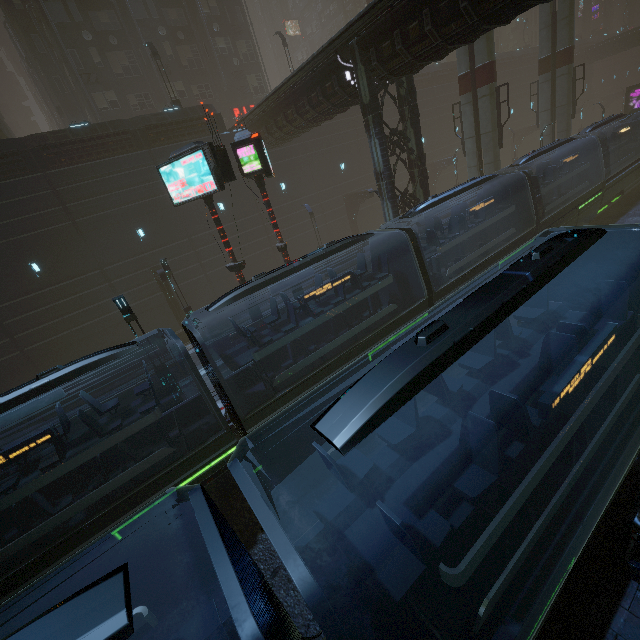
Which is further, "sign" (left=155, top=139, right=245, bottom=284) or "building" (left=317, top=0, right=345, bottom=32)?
"building" (left=317, top=0, right=345, bottom=32)

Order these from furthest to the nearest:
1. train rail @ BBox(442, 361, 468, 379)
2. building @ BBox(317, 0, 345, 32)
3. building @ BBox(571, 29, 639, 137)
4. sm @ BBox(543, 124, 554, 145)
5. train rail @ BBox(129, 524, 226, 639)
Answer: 1. building @ BBox(317, 0, 345, 32)
2. building @ BBox(571, 29, 639, 137)
3. sm @ BBox(543, 124, 554, 145)
4. train rail @ BBox(442, 361, 468, 379)
5. train rail @ BBox(129, 524, 226, 639)

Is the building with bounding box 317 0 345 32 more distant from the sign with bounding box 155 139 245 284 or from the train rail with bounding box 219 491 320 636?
the sign with bounding box 155 139 245 284

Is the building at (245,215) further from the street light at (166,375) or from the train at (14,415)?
the street light at (166,375)

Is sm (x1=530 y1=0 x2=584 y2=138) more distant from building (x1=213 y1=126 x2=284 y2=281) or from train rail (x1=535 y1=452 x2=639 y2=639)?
train rail (x1=535 y1=452 x2=639 y2=639)

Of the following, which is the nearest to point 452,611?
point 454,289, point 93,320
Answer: point 454,289

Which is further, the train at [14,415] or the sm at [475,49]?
the sm at [475,49]

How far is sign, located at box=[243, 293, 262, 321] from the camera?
14.2m
